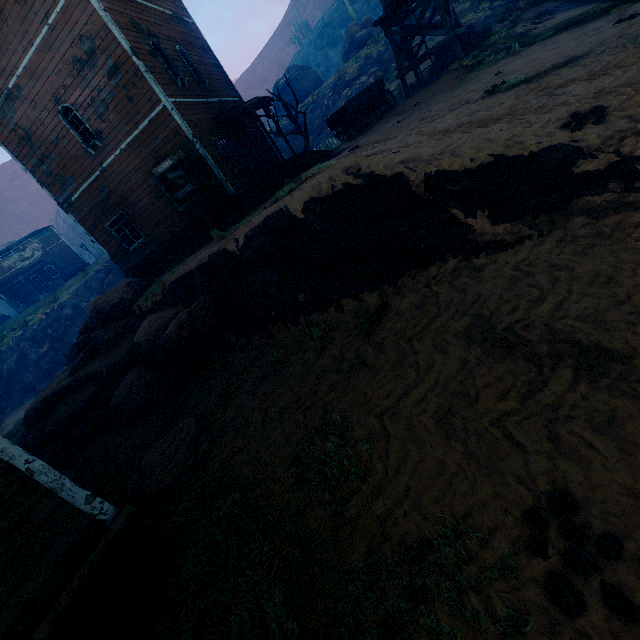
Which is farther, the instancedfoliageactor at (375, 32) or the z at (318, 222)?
the instancedfoliageactor at (375, 32)

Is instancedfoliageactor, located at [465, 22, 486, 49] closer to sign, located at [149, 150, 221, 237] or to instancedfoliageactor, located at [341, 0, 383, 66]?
sign, located at [149, 150, 221, 237]

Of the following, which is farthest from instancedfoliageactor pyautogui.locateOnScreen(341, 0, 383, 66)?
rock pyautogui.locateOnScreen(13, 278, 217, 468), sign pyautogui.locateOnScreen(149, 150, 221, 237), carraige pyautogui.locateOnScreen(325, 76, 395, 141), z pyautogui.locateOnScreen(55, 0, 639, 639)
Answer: sign pyautogui.locateOnScreen(149, 150, 221, 237)

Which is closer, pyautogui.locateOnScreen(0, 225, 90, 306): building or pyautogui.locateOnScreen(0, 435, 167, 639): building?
pyautogui.locateOnScreen(0, 435, 167, 639): building

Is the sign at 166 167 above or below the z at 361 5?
below

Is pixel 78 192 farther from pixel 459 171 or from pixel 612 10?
pixel 612 10

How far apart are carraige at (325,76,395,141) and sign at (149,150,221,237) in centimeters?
821cm

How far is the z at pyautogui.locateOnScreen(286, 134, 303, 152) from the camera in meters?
33.5
